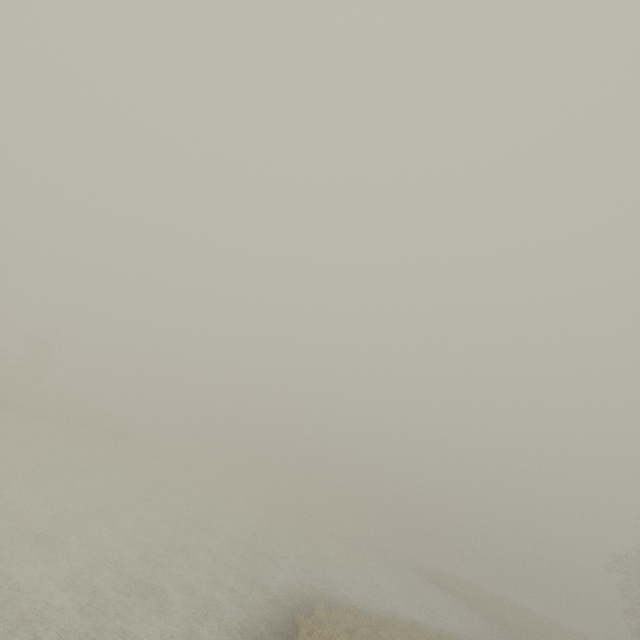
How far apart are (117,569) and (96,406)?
46.79m
